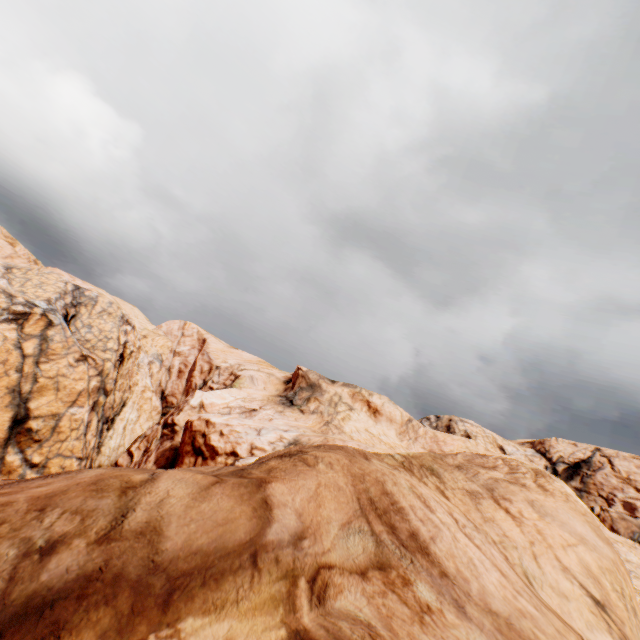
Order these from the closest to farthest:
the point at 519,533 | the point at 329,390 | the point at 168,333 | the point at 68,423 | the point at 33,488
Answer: the point at 33,488
the point at 519,533
the point at 68,423
the point at 329,390
the point at 168,333
